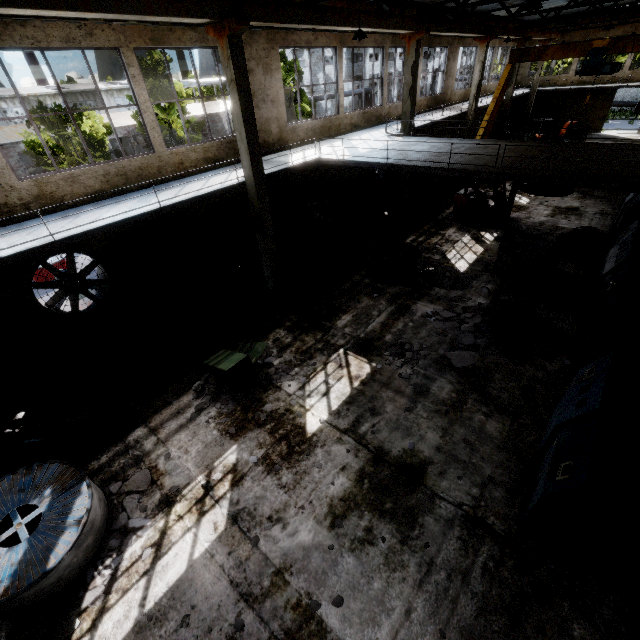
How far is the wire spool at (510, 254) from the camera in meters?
11.2 m

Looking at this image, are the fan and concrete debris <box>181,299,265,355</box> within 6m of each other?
yes

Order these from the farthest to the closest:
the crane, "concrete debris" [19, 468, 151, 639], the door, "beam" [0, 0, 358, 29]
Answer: the door, the crane, "beam" [0, 0, 358, 29], "concrete debris" [19, 468, 151, 639]

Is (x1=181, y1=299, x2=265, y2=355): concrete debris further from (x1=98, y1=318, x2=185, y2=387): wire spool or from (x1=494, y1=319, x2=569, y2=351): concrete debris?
(x1=494, y1=319, x2=569, y2=351): concrete debris

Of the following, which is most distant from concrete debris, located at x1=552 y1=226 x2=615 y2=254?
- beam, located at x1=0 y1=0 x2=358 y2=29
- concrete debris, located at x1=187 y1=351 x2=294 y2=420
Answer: concrete debris, located at x1=187 y1=351 x2=294 y2=420

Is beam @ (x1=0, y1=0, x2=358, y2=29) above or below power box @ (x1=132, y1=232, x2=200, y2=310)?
above

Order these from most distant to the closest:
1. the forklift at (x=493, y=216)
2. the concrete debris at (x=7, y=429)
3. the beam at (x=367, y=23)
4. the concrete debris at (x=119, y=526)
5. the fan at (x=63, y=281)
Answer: the forklift at (x=493, y=216) < the beam at (x=367, y=23) < the fan at (x=63, y=281) < the concrete debris at (x=7, y=429) < the concrete debris at (x=119, y=526)

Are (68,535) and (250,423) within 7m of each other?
yes
